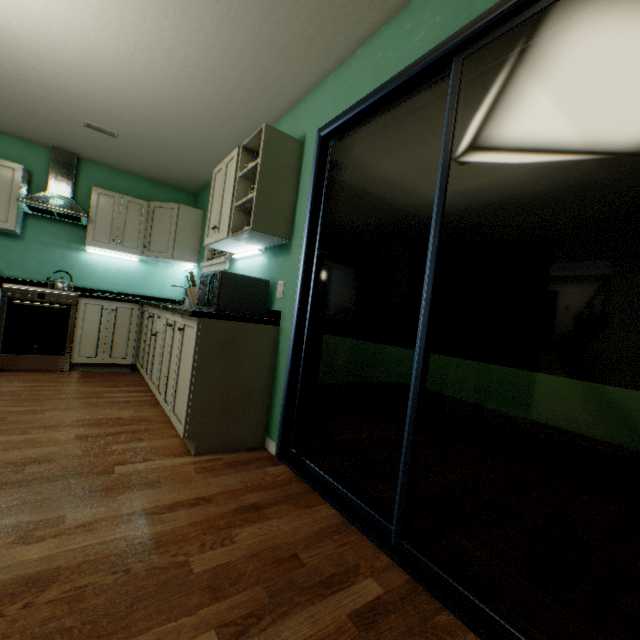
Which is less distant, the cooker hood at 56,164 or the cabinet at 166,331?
the cabinet at 166,331

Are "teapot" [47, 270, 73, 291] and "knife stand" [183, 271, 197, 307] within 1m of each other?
no

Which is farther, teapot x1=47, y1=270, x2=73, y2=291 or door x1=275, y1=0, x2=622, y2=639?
teapot x1=47, y1=270, x2=73, y2=291

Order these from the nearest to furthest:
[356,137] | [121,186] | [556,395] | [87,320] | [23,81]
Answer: [356,137]
[23,81]
[87,320]
[121,186]
[556,395]

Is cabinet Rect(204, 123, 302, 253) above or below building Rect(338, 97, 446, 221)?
below

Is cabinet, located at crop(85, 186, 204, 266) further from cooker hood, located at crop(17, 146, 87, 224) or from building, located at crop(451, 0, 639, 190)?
building, located at crop(451, 0, 639, 190)

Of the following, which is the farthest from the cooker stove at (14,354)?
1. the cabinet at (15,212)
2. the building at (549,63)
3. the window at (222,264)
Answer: the building at (549,63)

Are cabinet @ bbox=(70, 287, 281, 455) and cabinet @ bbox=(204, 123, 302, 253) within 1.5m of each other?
yes
